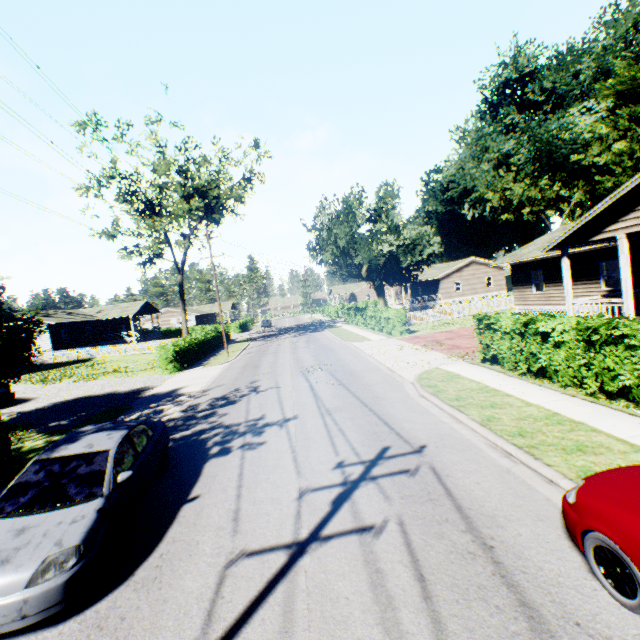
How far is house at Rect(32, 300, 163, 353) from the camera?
38.8m

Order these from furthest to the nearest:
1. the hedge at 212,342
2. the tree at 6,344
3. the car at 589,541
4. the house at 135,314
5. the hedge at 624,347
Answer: the house at 135,314
the hedge at 212,342
the tree at 6,344
the hedge at 624,347
the car at 589,541

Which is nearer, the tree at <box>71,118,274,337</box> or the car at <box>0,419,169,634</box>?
the car at <box>0,419,169,634</box>

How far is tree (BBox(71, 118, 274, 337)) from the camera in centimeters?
2647cm

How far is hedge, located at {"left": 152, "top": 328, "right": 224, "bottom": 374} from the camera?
22.33m

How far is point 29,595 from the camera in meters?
3.9

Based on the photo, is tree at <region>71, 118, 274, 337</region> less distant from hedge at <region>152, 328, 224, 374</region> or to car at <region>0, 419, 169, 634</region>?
hedge at <region>152, 328, 224, 374</region>

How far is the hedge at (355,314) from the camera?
24.64m
